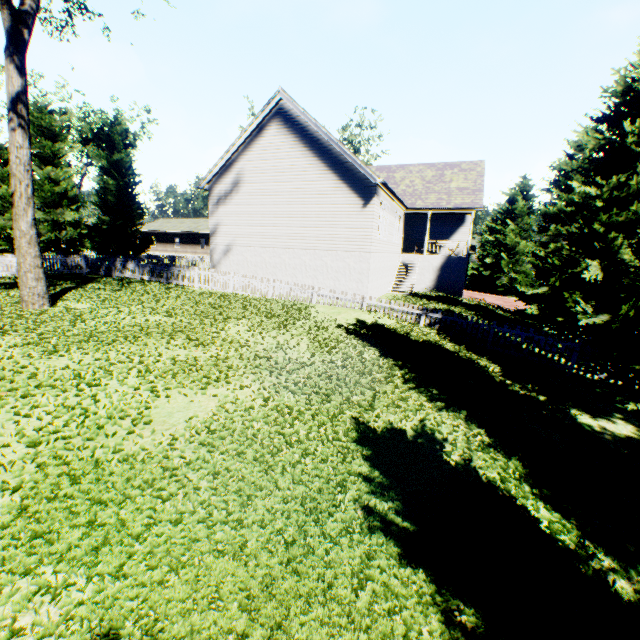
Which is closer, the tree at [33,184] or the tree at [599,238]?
the tree at [599,238]

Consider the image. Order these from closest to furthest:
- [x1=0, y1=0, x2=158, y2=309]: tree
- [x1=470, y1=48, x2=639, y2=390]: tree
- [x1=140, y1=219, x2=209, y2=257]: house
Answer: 1. [x1=470, y1=48, x2=639, y2=390]: tree
2. [x1=0, y1=0, x2=158, y2=309]: tree
3. [x1=140, y1=219, x2=209, y2=257]: house

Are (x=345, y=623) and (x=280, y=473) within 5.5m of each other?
yes

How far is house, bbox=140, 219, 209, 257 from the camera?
48.2m

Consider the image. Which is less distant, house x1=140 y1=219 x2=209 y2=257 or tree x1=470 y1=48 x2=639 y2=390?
tree x1=470 y1=48 x2=639 y2=390

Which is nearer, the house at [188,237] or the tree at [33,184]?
the tree at [33,184]

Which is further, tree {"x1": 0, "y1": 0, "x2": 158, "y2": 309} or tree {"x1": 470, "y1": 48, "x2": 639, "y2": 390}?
tree {"x1": 0, "y1": 0, "x2": 158, "y2": 309}
